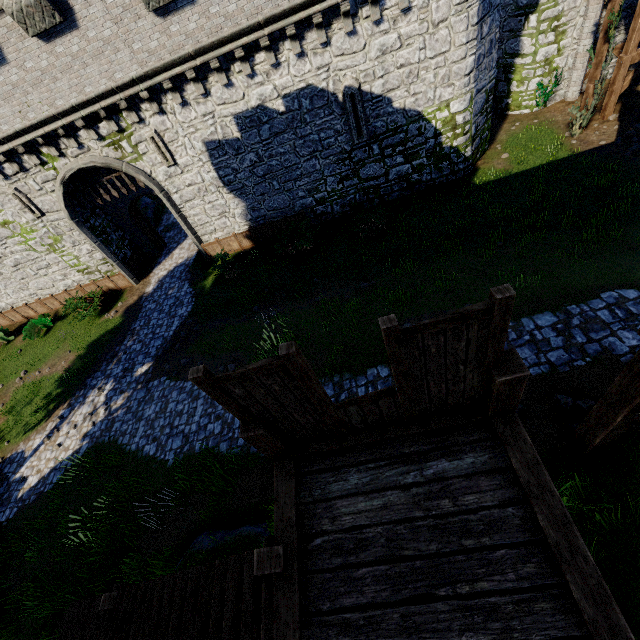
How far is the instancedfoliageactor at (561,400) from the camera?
5.98m

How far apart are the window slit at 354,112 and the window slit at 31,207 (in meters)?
15.03

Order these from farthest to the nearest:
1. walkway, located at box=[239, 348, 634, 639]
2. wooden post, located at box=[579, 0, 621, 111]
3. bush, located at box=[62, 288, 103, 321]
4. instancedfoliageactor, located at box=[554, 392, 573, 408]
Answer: bush, located at box=[62, 288, 103, 321]
wooden post, located at box=[579, 0, 621, 111]
instancedfoliageactor, located at box=[554, 392, 573, 408]
walkway, located at box=[239, 348, 634, 639]

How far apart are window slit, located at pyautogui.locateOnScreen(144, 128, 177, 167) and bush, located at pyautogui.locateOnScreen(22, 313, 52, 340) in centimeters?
1166cm

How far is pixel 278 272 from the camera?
15.9 meters

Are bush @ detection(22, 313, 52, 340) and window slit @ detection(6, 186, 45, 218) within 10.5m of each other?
yes

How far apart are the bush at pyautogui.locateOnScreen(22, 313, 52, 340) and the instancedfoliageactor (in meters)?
23.74

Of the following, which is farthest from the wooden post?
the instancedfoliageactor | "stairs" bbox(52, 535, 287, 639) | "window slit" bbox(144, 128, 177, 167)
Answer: "stairs" bbox(52, 535, 287, 639)
